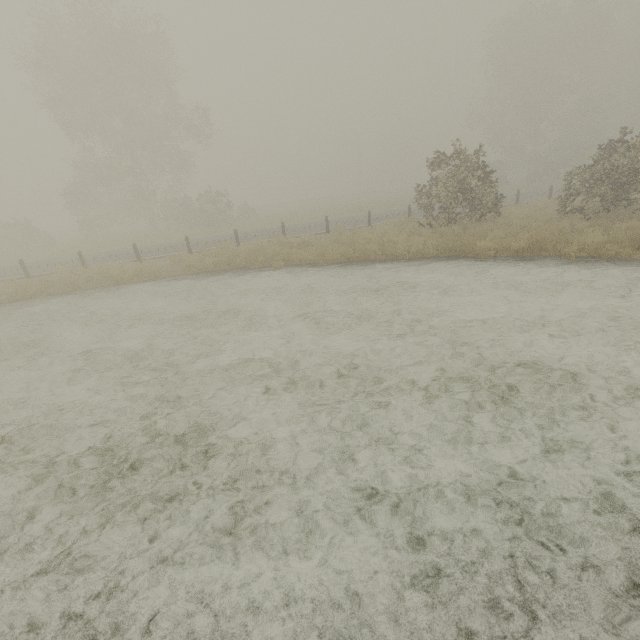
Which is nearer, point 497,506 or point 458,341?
point 497,506
